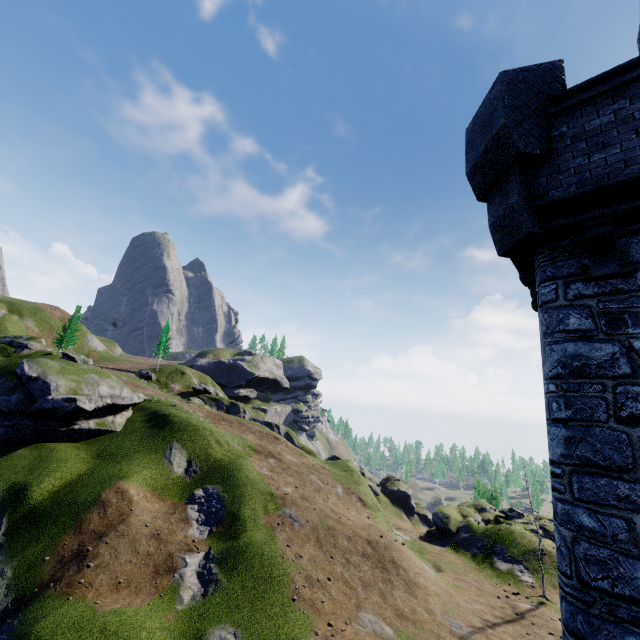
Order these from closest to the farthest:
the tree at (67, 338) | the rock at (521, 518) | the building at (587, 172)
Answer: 1. the building at (587, 172)
2. the rock at (521, 518)
3. the tree at (67, 338)

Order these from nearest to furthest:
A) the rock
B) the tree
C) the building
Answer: the building
the rock
the tree

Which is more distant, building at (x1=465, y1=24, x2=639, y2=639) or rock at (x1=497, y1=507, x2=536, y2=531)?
rock at (x1=497, y1=507, x2=536, y2=531)

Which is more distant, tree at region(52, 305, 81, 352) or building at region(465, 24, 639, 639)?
tree at region(52, 305, 81, 352)

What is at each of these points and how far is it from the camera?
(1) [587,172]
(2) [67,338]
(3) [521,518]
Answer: (1) building, 4.95m
(2) tree, 55.03m
(3) rock, 40.38m

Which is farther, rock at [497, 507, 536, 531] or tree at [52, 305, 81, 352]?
tree at [52, 305, 81, 352]

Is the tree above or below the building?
above

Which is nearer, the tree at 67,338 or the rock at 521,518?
the rock at 521,518
